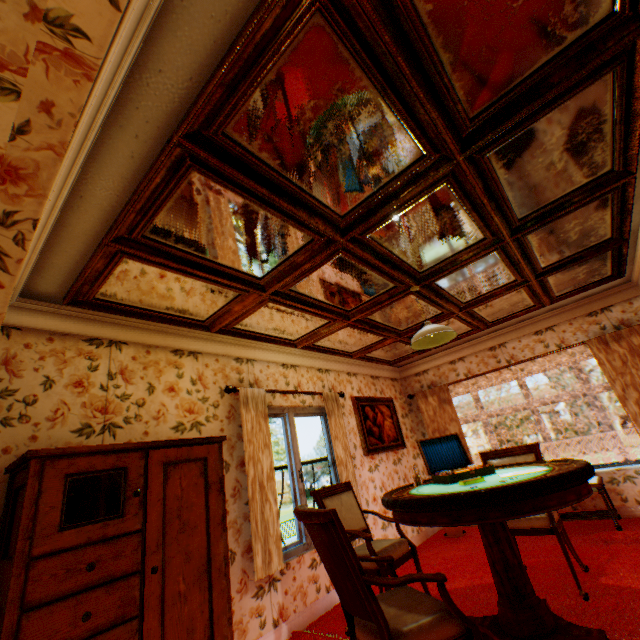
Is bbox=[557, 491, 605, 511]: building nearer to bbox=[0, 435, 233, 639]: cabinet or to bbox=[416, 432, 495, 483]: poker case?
bbox=[0, 435, 233, 639]: cabinet

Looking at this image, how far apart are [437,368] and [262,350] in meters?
4.1

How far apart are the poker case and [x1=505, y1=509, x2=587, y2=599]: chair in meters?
0.8 m

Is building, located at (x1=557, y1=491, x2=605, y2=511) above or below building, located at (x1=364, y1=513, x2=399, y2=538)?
below

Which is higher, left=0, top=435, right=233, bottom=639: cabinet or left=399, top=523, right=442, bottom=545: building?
left=0, top=435, right=233, bottom=639: cabinet

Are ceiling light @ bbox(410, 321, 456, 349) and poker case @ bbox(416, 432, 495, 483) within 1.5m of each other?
yes

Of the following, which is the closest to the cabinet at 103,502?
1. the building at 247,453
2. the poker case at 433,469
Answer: the building at 247,453

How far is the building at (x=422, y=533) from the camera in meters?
5.3
